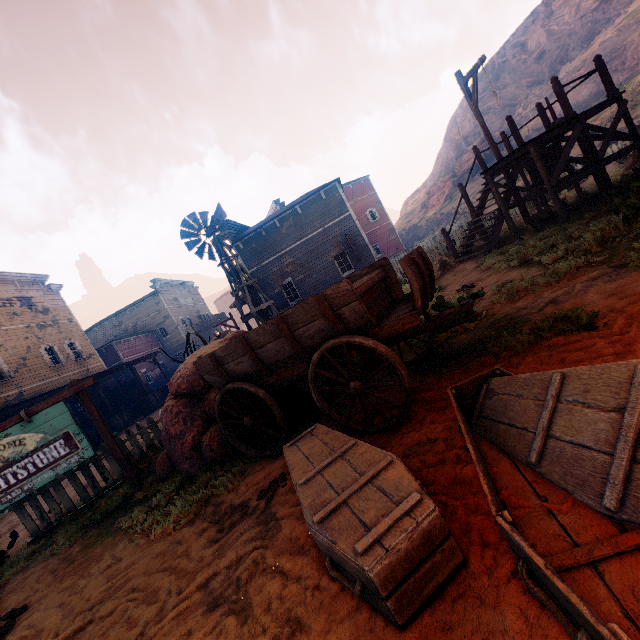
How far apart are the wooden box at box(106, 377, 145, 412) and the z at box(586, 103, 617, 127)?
41.5m

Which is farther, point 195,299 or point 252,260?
point 195,299

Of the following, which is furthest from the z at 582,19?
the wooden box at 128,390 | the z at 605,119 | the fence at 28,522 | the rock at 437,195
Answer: the z at 605,119

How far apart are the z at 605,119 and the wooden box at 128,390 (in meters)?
41.50

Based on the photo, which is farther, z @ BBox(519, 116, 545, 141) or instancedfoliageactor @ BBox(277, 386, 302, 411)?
z @ BBox(519, 116, 545, 141)

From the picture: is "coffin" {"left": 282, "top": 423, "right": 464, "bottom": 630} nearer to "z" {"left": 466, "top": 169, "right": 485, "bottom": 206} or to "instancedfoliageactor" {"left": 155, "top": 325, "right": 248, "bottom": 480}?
"z" {"left": 466, "top": 169, "right": 485, "bottom": 206}

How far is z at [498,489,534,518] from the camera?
1.80m

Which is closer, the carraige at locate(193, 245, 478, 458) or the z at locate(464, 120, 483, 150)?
the carraige at locate(193, 245, 478, 458)
